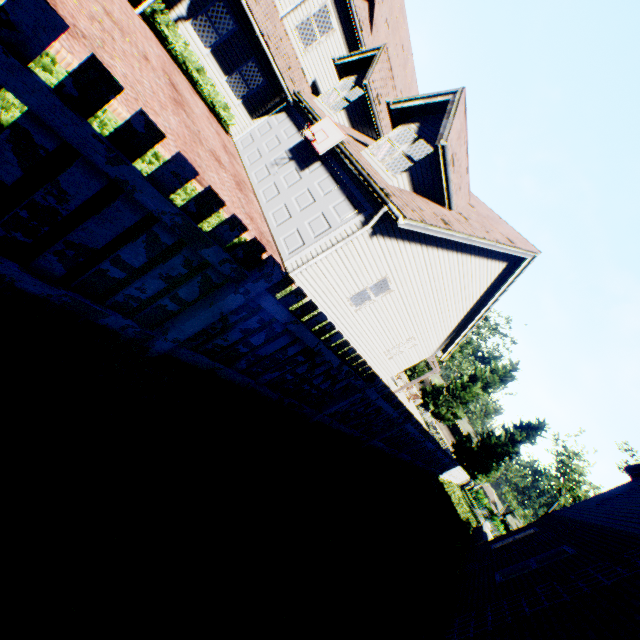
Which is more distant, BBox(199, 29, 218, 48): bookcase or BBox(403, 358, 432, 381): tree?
BBox(403, 358, 432, 381): tree

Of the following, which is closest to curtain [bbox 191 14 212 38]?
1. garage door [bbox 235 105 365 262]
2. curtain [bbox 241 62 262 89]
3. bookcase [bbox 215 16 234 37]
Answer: curtain [bbox 241 62 262 89]

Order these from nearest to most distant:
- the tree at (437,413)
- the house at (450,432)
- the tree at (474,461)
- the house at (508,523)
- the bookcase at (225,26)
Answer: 1. the bookcase at (225,26)
2. the tree at (474,461)
3. the tree at (437,413)
4. the house at (508,523)
5. the house at (450,432)

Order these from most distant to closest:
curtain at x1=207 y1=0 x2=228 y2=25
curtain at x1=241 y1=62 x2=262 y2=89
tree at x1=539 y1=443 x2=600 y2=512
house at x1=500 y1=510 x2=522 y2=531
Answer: house at x1=500 y1=510 x2=522 y2=531, tree at x1=539 y1=443 x2=600 y2=512, curtain at x1=241 y1=62 x2=262 y2=89, curtain at x1=207 y1=0 x2=228 y2=25

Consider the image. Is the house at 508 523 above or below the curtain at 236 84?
above

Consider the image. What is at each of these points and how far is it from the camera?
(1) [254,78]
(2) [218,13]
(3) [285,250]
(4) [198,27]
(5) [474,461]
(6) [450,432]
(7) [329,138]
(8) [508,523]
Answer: (1) curtain, 13.9 meters
(2) curtain, 12.0 meters
(3) garage door, 9.9 meters
(4) curtain, 12.1 meters
(5) tree, 38.2 meters
(6) house, 58.5 meters
(7) basketball hoop, 10.7 meters
(8) house, 54.3 meters

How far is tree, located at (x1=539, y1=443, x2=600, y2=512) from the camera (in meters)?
44.81
